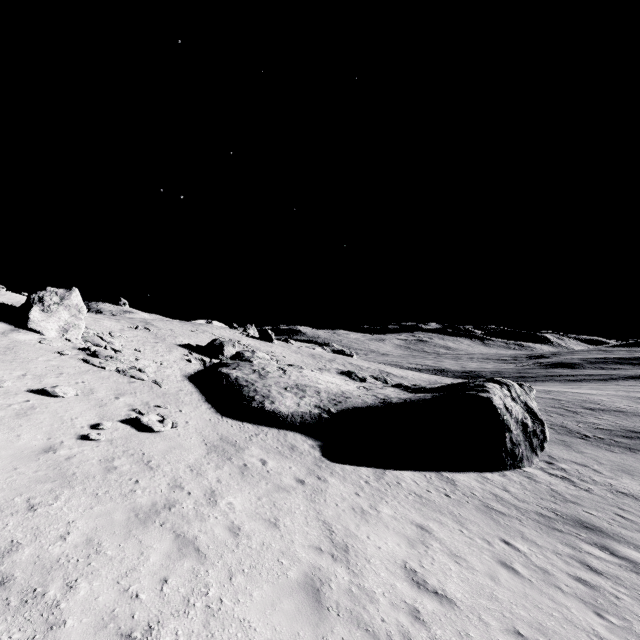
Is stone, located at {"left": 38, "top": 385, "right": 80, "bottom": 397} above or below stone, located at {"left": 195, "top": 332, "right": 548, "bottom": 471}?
above

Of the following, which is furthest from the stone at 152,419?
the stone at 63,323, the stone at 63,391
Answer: the stone at 63,323

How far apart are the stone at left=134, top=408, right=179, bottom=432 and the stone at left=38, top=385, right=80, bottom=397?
2.76m

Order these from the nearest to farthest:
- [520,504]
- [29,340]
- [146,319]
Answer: [520,504], [29,340], [146,319]

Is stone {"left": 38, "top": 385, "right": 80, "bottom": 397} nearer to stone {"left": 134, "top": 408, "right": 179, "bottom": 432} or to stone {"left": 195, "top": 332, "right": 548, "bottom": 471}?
stone {"left": 134, "top": 408, "right": 179, "bottom": 432}

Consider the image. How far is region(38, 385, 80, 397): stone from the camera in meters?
12.4

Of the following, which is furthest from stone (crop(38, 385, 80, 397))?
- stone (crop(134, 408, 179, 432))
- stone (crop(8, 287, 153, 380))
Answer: stone (crop(8, 287, 153, 380))

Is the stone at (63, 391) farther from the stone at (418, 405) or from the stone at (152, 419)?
the stone at (418, 405)
